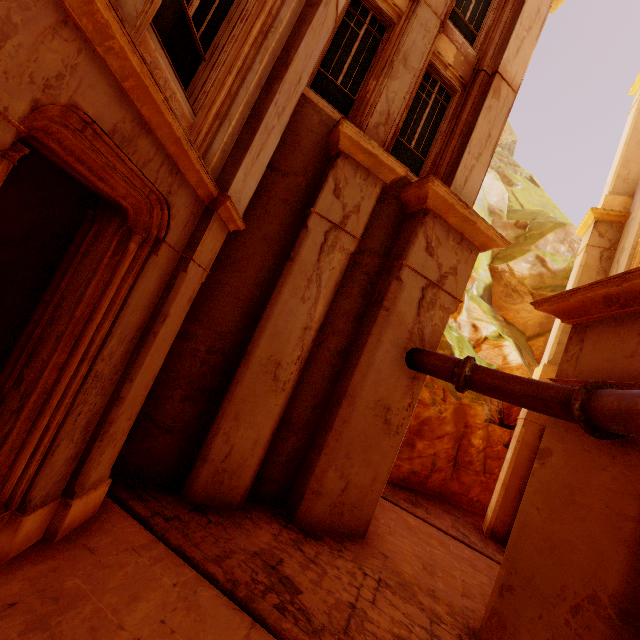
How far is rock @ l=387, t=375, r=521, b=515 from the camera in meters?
12.4 m

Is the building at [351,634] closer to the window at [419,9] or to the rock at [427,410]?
the rock at [427,410]

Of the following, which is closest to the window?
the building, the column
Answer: the column

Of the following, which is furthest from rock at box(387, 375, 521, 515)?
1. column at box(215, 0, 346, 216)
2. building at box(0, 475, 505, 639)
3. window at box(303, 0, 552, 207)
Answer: column at box(215, 0, 346, 216)

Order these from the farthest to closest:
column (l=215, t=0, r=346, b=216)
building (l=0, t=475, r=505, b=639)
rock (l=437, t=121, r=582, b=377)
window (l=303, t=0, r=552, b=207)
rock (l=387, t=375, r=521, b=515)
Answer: rock (l=437, t=121, r=582, b=377) < rock (l=387, t=375, r=521, b=515) < window (l=303, t=0, r=552, b=207) < column (l=215, t=0, r=346, b=216) < building (l=0, t=475, r=505, b=639)

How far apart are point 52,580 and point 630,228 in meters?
16.4

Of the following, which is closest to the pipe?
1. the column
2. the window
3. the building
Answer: the building

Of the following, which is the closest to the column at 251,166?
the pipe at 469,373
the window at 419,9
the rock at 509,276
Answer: the window at 419,9
